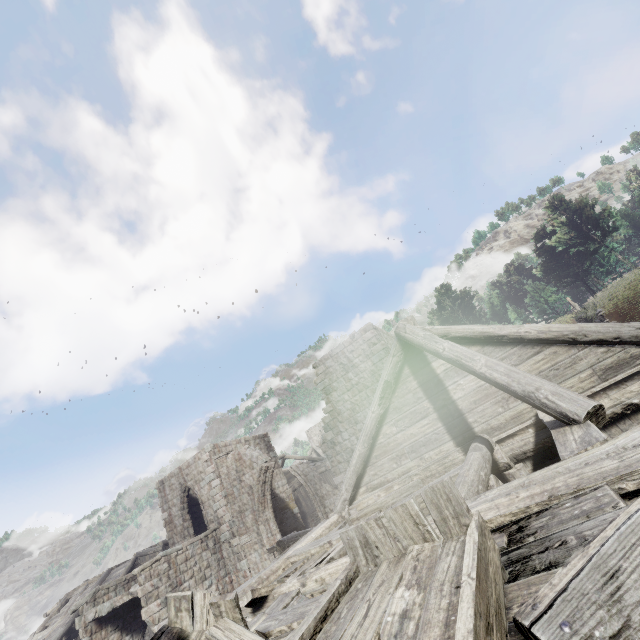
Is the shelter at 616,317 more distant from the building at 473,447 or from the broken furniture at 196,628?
the broken furniture at 196,628

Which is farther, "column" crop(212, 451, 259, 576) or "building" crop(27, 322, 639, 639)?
"column" crop(212, 451, 259, 576)

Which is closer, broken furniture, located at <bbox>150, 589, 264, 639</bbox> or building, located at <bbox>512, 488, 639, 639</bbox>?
building, located at <bbox>512, 488, 639, 639</bbox>

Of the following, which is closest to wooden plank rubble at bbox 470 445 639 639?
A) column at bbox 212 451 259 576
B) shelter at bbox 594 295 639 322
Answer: column at bbox 212 451 259 576

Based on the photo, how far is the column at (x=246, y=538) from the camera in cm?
1794

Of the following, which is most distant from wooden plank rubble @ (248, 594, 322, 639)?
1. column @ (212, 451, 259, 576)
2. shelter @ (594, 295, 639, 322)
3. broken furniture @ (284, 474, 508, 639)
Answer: shelter @ (594, 295, 639, 322)

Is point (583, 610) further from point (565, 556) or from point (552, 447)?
point (552, 447)

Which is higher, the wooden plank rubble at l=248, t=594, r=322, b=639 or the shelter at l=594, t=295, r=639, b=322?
the shelter at l=594, t=295, r=639, b=322
